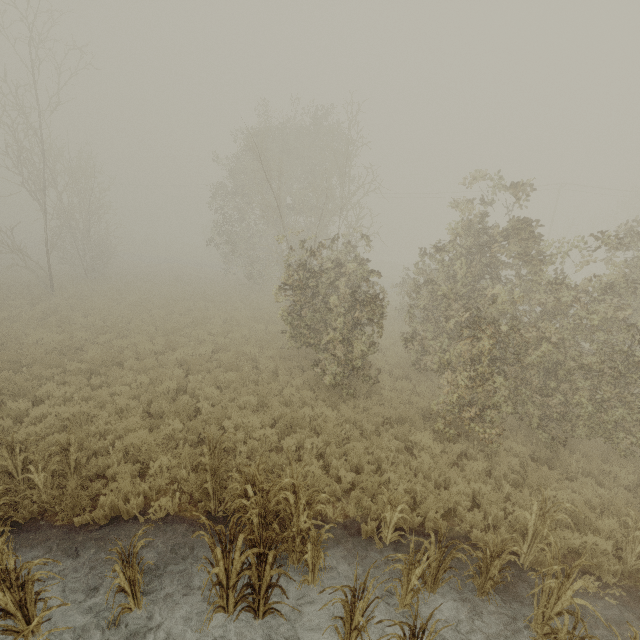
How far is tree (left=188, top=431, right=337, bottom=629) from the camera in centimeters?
418cm

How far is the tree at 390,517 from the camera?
5.5 meters

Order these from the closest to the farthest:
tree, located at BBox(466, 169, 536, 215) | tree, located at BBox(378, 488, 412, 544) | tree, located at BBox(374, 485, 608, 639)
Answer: tree, located at BBox(374, 485, 608, 639) → tree, located at BBox(378, 488, 412, 544) → tree, located at BBox(466, 169, 536, 215)

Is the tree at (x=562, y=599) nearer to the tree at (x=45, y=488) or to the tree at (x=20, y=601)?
the tree at (x=45, y=488)

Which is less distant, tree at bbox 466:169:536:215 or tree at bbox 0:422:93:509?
tree at bbox 0:422:93:509

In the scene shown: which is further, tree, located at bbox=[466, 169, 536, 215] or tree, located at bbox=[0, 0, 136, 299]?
tree, located at bbox=[0, 0, 136, 299]

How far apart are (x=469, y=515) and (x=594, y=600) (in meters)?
2.01

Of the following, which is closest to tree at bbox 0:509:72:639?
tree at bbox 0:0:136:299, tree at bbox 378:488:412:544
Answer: tree at bbox 378:488:412:544
